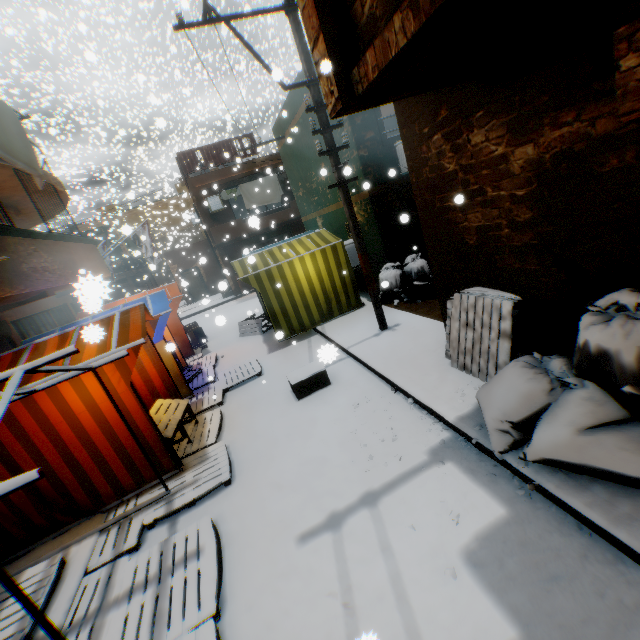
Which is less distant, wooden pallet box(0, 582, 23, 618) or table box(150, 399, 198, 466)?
wooden pallet box(0, 582, 23, 618)

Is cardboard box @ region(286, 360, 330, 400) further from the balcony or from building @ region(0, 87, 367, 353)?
the balcony

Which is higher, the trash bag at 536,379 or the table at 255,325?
the trash bag at 536,379

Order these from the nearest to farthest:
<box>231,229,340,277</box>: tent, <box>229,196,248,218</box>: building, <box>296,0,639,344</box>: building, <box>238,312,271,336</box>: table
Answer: <box>296,0,639,344</box>: building
<box>231,229,340,277</box>: tent
<box>238,312,271,336</box>: table
<box>229,196,248,218</box>: building

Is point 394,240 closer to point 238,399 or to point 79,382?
point 238,399

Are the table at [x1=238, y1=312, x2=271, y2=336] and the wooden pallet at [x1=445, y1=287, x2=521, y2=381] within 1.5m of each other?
no

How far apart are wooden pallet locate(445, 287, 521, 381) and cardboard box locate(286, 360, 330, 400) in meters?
1.8

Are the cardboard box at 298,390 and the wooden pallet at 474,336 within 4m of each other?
yes
